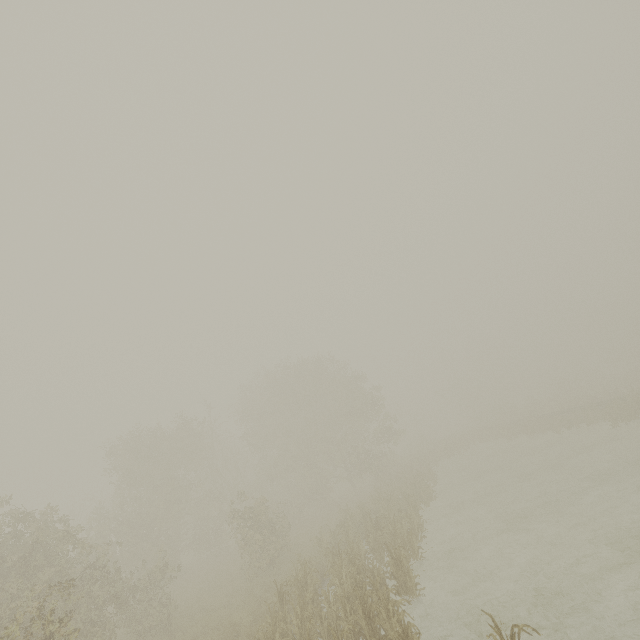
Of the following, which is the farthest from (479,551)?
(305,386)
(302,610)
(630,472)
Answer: (305,386)
